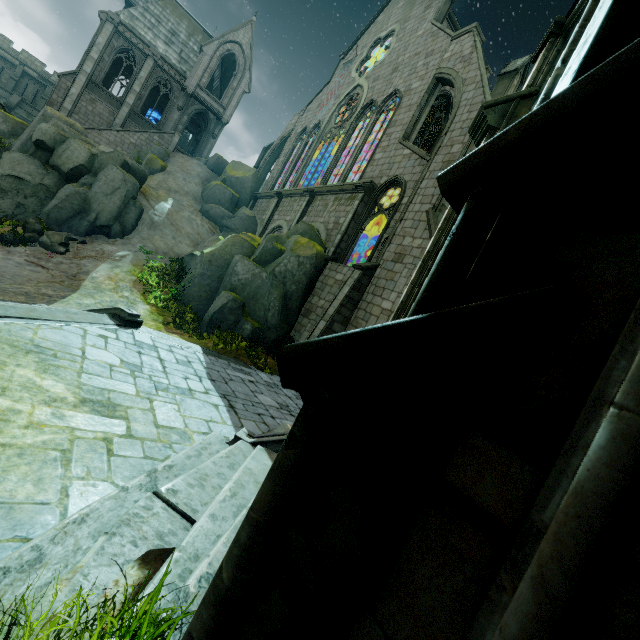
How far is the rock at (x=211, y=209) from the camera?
14.4 meters

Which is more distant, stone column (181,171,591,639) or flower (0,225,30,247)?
flower (0,225,30,247)

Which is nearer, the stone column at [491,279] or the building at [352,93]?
the stone column at [491,279]

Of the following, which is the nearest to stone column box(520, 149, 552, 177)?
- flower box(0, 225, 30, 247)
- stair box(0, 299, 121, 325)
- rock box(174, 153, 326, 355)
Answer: stair box(0, 299, 121, 325)

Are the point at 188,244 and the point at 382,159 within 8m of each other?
no

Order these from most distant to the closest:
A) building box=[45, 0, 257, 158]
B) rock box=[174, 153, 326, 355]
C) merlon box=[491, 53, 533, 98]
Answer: building box=[45, 0, 257, 158] → merlon box=[491, 53, 533, 98] → rock box=[174, 153, 326, 355]

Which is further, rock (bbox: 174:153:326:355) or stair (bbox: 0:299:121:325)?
rock (bbox: 174:153:326:355)

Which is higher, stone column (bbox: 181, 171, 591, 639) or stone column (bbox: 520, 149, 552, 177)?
stone column (bbox: 520, 149, 552, 177)
